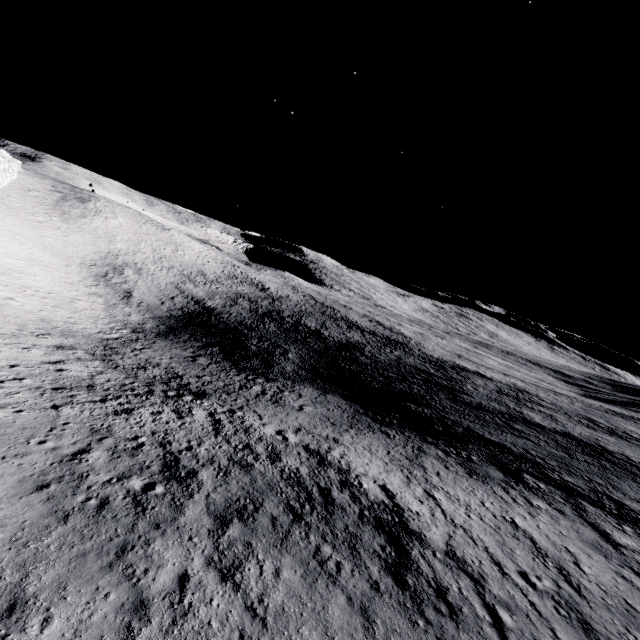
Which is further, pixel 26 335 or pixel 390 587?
pixel 26 335
